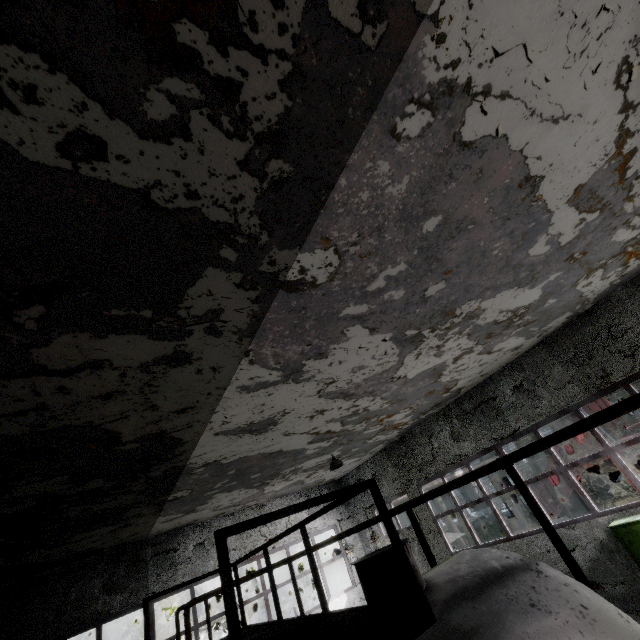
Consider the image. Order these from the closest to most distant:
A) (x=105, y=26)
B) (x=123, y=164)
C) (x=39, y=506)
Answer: (x=105, y=26) < (x=123, y=164) < (x=39, y=506)

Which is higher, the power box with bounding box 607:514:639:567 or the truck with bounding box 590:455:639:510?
the power box with bounding box 607:514:639:567

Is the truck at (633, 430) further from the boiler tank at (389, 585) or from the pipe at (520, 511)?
the boiler tank at (389, 585)

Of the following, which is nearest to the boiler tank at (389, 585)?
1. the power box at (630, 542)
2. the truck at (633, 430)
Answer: the power box at (630, 542)

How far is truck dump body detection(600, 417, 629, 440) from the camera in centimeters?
1466cm

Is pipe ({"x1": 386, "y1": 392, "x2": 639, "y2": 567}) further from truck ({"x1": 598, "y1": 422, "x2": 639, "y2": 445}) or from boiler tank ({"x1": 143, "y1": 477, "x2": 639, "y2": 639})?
boiler tank ({"x1": 143, "y1": 477, "x2": 639, "y2": 639})

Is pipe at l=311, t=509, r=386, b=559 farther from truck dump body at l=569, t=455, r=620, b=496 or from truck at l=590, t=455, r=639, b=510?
truck at l=590, t=455, r=639, b=510

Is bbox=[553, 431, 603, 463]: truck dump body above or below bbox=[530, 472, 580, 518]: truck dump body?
above
